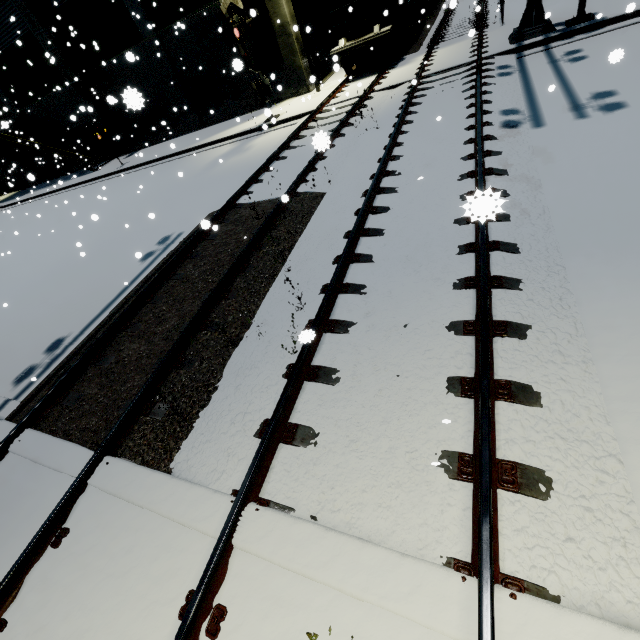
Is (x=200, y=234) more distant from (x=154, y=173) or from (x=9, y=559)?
(x=154, y=173)

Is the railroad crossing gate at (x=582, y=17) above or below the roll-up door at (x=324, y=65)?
below

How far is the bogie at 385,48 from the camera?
15.0m

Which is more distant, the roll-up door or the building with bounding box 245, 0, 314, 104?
the roll-up door

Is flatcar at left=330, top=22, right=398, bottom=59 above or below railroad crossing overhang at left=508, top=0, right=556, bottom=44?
above

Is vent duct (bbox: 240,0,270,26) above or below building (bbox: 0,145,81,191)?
above

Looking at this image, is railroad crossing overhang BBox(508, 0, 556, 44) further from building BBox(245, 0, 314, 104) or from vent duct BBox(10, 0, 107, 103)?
vent duct BBox(10, 0, 107, 103)

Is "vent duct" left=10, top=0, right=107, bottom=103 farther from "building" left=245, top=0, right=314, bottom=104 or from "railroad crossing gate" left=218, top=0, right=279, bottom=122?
"railroad crossing gate" left=218, top=0, right=279, bottom=122
